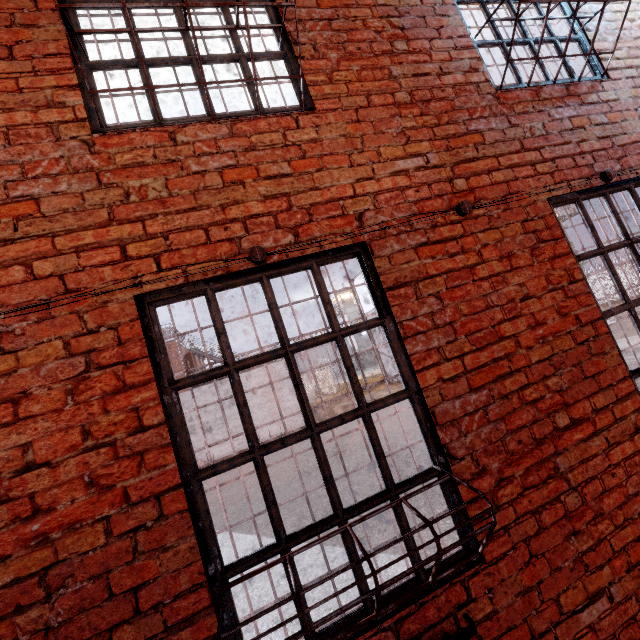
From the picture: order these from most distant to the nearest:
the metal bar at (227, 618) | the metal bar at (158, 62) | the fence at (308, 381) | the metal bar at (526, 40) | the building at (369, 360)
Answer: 1. the building at (369, 360)
2. the fence at (308, 381)
3. the metal bar at (526, 40)
4. the metal bar at (158, 62)
5. the metal bar at (227, 618)

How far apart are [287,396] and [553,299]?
18.01m

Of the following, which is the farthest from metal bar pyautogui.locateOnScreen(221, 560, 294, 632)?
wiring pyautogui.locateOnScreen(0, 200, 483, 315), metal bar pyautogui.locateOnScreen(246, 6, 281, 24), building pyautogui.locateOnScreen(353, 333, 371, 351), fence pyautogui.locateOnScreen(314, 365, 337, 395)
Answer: building pyautogui.locateOnScreen(353, 333, 371, 351)

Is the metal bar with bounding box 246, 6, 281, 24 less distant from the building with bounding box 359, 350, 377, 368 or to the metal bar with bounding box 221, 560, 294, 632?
the metal bar with bounding box 221, 560, 294, 632

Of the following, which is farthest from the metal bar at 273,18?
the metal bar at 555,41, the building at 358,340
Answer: the building at 358,340

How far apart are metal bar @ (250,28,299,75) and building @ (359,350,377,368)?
57.7 meters

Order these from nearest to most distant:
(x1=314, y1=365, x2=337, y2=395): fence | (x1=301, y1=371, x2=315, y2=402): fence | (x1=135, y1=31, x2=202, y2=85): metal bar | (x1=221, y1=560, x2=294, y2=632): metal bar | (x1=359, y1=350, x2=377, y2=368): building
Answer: (x1=221, y1=560, x2=294, y2=632): metal bar < (x1=135, y1=31, x2=202, y2=85): metal bar < (x1=301, y1=371, x2=315, y2=402): fence < (x1=314, y1=365, x2=337, y2=395): fence < (x1=359, y1=350, x2=377, y2=368): building

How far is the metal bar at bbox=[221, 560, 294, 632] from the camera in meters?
1.5 m
